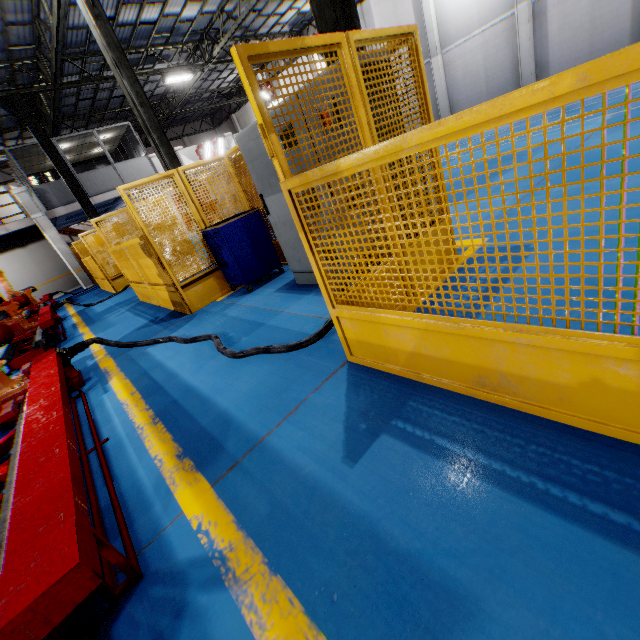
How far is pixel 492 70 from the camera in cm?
1527

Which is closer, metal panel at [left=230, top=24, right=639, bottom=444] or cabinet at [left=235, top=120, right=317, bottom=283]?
metal panel at [left=230, top=24, right=639, bottom=444]

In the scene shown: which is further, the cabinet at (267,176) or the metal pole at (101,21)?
the metal pole at (101,21)

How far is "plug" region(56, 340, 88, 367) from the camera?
4.25m

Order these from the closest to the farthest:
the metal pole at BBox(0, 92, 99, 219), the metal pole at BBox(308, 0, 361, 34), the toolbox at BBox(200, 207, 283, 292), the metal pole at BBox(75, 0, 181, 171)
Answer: the metal pole at BBox(308, 0, 361, 34), the toolbox at BBox(200, 207, 283, 292), the metal pole at BBox(75, 0, 181, 171), the metal pole at BBox(0, 92, 99, 219)

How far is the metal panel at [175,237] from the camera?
5.3m

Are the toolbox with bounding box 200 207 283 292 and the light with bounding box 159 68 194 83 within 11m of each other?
no

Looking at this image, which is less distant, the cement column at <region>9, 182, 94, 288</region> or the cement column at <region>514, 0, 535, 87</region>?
the cement column at <region>514, 0, 535, 87</region>
